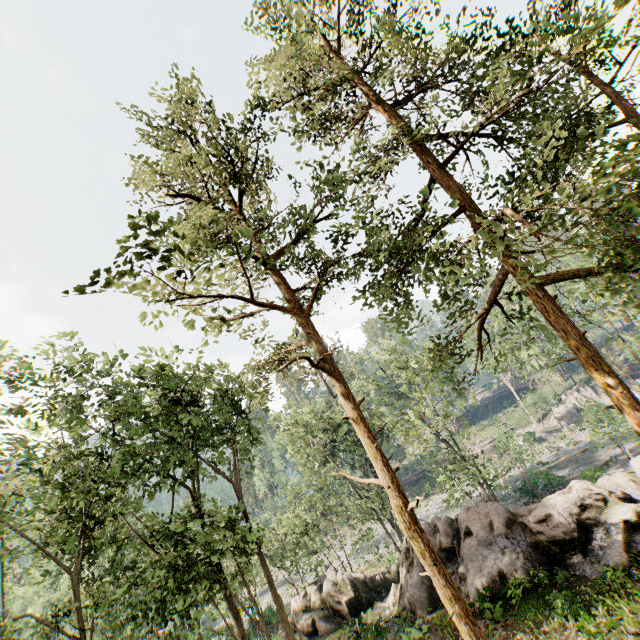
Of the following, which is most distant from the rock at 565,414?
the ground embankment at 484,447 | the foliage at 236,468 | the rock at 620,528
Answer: the rock at 620,528

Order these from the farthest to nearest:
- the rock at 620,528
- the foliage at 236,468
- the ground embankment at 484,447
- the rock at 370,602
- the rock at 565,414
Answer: the ground embankment at 484,447, the rock at 565,414, the rock at 370,602, the rock at 620,528, the foliage at 236,468

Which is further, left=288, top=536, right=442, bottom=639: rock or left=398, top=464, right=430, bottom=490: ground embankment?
left=398, top=464, right=430, bottom=490: ground embankment

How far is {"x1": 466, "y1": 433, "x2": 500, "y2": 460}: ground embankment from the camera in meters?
50.6

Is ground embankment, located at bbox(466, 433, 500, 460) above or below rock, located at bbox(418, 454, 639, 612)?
below

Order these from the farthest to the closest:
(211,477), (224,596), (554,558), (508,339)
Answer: (508,339) → (211,477) → (554,558) → (224,596)

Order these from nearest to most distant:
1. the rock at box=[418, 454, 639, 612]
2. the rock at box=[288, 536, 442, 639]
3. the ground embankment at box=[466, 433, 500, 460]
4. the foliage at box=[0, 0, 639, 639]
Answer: the foliage at box=[0, 0, 639, 639]
the rock at box=[418, 454, 639, 612]
the rock at box=[288, 536, 442, 639]
the ground embankment at box=[466, 433, 500, 460]
